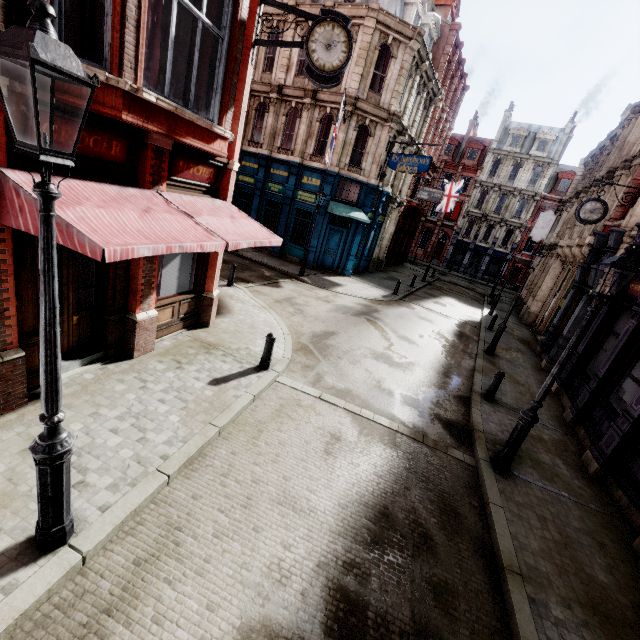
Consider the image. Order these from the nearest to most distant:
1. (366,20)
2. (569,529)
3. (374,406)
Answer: (569,529) < (374,406) < (366,20)

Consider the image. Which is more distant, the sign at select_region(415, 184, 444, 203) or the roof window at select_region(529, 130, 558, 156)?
the roof window at select_region(529, 130, 558, 156)

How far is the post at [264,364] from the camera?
7.8 meters

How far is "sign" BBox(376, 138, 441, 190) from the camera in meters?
17.4 m

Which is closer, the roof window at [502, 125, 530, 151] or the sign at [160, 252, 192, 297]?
the sign at [160, 252, 192, 297]

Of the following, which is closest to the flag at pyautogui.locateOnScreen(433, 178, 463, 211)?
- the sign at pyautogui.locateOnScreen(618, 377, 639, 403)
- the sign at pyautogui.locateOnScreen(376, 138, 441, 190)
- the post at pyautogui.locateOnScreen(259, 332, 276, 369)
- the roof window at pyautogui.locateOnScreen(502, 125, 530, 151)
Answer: the sign at pyautogui.locateOnScreen(376, 138, 441, 190)

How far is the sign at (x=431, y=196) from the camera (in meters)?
25.25

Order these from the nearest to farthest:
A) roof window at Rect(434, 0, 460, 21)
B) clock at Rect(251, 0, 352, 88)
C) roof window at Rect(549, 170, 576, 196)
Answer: clock at Rect(251, 0, 352, 88), roof window at Rect(434, 0, 460, 21), roof window at Rect(549, 170, 576, 196)
